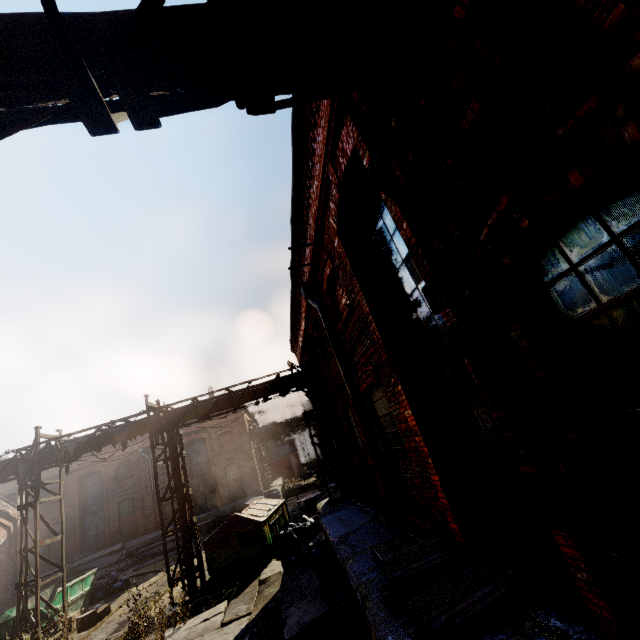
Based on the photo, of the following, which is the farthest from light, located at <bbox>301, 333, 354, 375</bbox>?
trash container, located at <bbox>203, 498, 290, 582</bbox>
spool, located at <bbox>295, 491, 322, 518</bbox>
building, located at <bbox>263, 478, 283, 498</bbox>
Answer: building, located at <bbox>263, 478, 283, 498</bbox>

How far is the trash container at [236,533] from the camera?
11.15m

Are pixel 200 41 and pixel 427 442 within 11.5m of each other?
yes

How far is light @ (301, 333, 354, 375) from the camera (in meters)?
7.41

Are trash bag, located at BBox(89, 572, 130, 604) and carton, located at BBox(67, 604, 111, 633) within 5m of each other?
yes

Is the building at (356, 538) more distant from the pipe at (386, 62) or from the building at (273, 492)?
the building at (273, 492)

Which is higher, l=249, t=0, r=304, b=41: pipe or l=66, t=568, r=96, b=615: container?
l=249, t=0, r=304, b=41: pipe

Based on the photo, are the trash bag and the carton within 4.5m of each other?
yes
